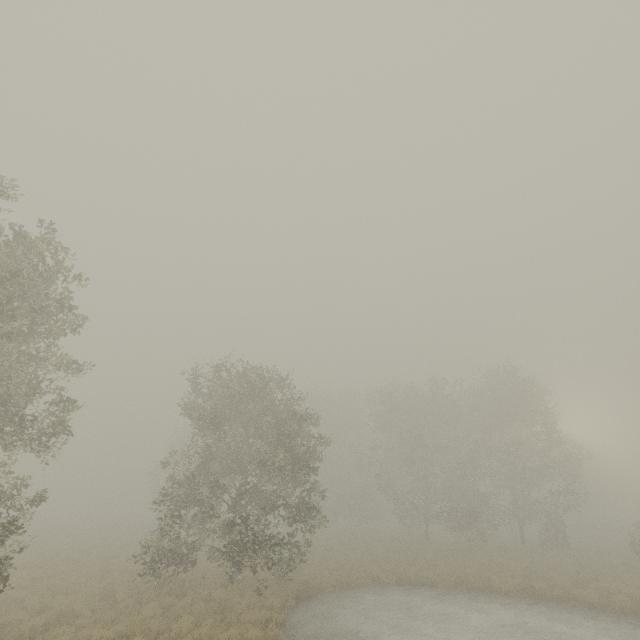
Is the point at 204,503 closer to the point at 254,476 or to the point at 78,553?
the point at 254,476
